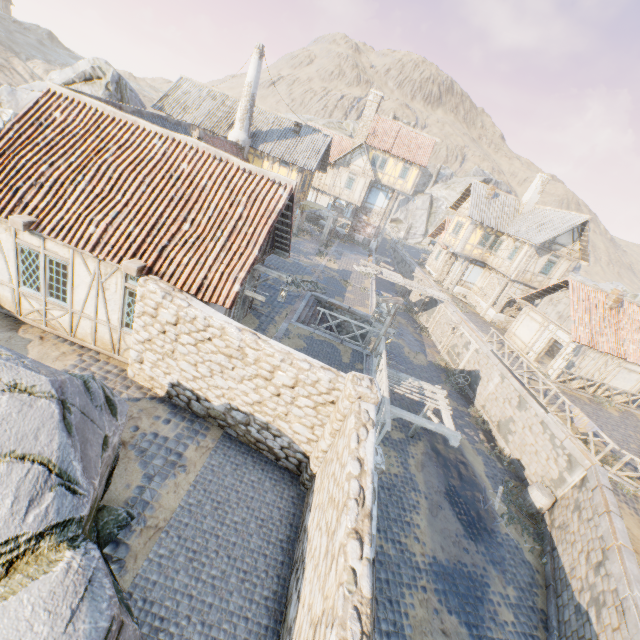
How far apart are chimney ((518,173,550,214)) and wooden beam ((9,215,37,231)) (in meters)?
33.65

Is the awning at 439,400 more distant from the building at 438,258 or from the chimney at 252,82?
the building at 438,258

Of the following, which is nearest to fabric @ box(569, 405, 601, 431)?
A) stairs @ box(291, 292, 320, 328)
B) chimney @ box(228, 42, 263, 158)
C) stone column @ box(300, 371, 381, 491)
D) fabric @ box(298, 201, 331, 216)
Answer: stairs @ box(291, 292, 320, 328)

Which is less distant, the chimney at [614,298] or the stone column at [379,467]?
the stone column at [379,467]

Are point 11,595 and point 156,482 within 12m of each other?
yes

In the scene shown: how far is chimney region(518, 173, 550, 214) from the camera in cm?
2802

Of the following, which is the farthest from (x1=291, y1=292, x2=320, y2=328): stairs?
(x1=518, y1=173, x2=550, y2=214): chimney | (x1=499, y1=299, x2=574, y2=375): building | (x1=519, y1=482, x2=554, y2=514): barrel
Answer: (x1=518, y1=173, x2=550, y2=214): chimney

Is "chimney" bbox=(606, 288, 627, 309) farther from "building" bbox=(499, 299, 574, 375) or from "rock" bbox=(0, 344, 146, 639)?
"rock" bbox=(0, 344, 146, 639)
